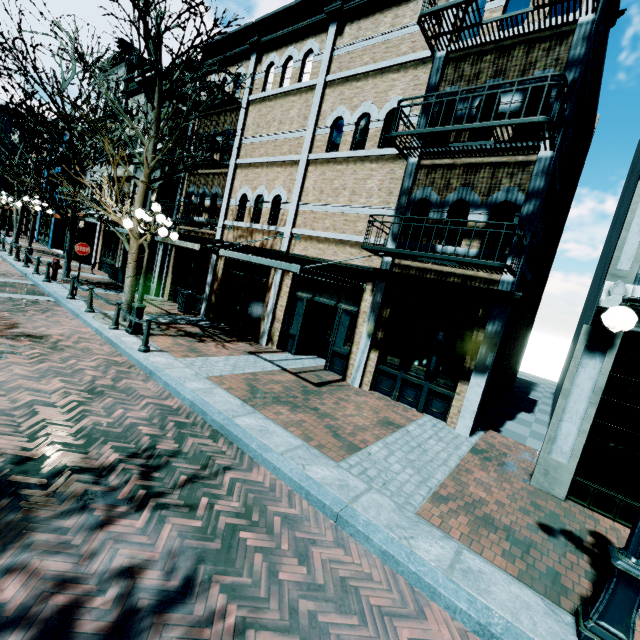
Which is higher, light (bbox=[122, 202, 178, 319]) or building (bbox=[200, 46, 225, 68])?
building (bbox=[200, 46, 225, 68])

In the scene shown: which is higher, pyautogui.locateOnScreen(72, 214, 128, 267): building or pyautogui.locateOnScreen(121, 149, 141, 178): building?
pyautogui.locateOnScreen(121, 149, 141, 178): building

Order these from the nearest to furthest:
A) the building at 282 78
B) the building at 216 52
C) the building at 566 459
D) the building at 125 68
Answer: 1. the building at 566 459
2. the building at 282 78
3. the building at 216 52
4. the building at 125 68

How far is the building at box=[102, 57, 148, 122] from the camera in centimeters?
1784cm

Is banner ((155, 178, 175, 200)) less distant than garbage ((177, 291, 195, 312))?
No

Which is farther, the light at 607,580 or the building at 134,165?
the building at 134,165

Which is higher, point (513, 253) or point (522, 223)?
point (522, 223)
